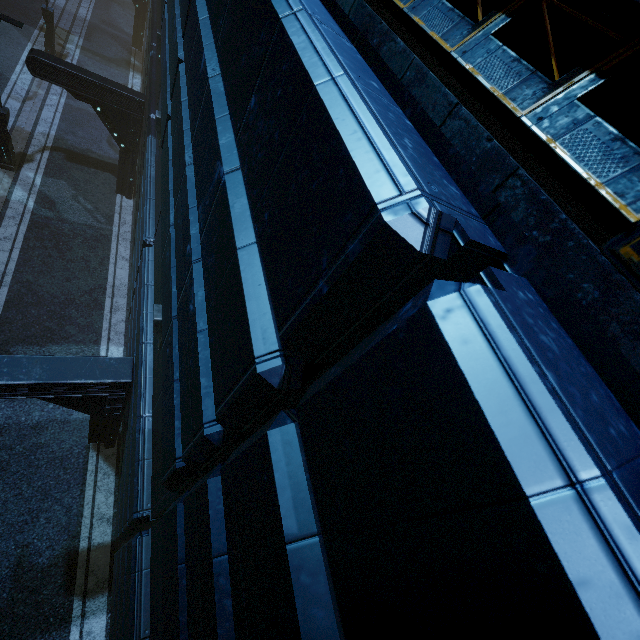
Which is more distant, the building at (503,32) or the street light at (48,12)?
the street light at (48,12)

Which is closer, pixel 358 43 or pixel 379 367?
pixel 379 367

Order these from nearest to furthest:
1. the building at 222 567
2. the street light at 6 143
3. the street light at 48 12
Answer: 1. the building at 222 567
2. the street light at 6 143
3. the street light at 48 12

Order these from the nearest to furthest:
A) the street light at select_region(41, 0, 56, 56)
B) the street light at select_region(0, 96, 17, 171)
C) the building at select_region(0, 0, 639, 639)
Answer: the building at select_region(0, 0, 639, 639)
the street light at select_region(0, 96, 17, 171)
the street light at select_region(41, 0, 56, 56)

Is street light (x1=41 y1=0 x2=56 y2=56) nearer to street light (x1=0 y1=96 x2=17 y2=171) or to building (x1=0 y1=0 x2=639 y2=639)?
building (x1=0 y1=0 x2=639 y2=639)

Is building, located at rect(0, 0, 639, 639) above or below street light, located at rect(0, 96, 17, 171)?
above

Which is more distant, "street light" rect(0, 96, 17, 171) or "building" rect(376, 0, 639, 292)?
"street light" rect(0, 96, 17, 171)
